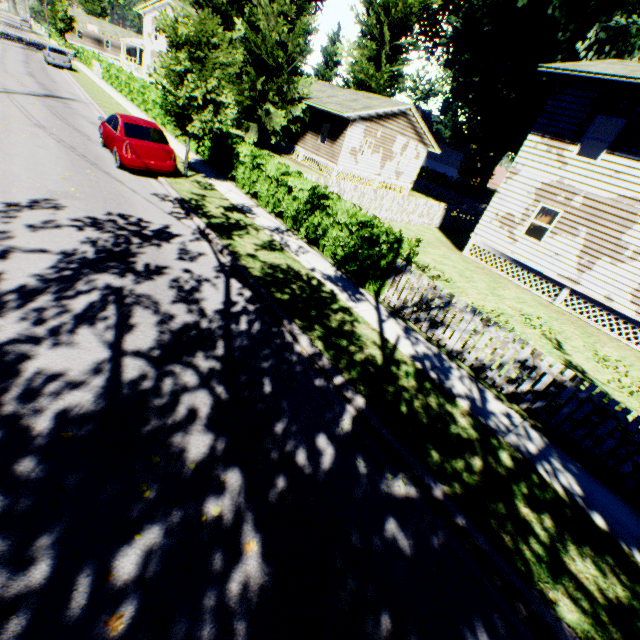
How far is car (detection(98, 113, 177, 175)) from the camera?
11.09m

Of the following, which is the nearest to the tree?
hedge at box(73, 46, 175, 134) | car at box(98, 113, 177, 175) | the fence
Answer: hedge at box(73, 46, 175, 134)

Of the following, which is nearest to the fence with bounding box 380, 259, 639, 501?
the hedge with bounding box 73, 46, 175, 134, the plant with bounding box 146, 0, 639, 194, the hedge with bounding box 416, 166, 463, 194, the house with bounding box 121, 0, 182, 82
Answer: the plant with bounding box 146, 0, 639, 194

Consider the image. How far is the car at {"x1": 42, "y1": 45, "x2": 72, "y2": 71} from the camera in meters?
30.1

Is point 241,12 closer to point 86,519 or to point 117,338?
point 117,338

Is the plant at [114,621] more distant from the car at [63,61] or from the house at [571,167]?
the car at [63,61]

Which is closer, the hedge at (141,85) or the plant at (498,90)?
the plant at (498,90)

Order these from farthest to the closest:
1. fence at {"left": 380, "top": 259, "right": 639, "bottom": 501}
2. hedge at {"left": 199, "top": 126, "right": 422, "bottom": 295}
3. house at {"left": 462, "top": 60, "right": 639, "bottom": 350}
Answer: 1. house at {"left": 462, "top": 60, "right": 639, "bottom": 350}
2. hedge at {"left": 199, "top": 126, "right": 422, "bottom": 295}
3. fence at {"left": 380, "top": 259, "right": 639, "bottom": 501}
